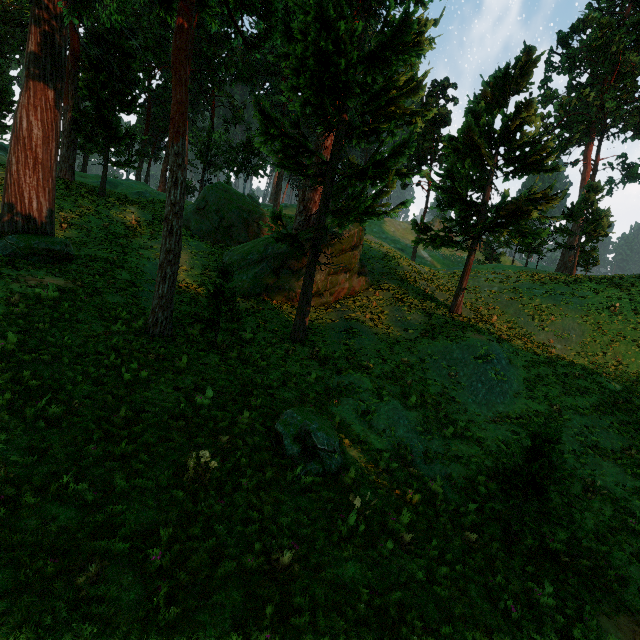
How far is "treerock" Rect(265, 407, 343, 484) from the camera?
7.95m

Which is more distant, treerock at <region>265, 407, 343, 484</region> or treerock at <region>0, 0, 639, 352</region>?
treerock at <region>0, 0, 639, 352</region>

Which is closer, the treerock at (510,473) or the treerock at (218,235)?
the treerock at (510,473)

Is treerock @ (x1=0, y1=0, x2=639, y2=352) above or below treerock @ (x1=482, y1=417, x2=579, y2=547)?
above

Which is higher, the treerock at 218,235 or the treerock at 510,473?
the treerock at 218,235

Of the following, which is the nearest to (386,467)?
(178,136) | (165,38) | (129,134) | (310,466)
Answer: (310,466)
